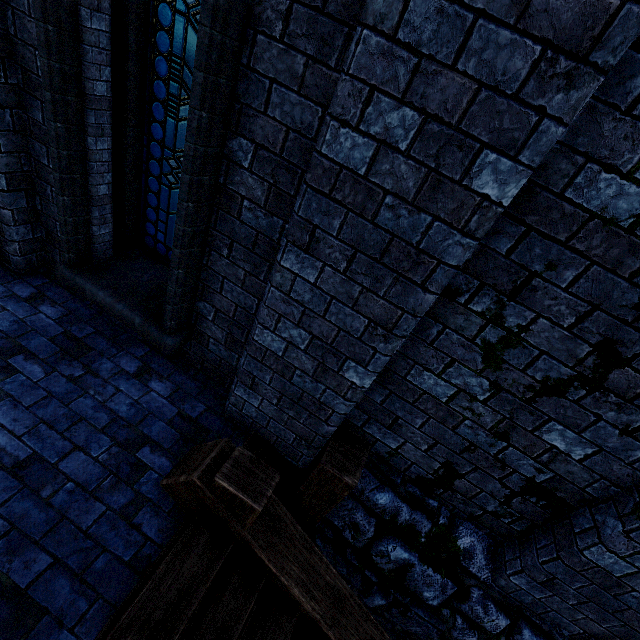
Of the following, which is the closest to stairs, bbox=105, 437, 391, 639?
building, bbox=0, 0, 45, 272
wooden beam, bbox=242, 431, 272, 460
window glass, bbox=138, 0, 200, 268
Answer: wooden beam, bbox=242, 431, 272, 460

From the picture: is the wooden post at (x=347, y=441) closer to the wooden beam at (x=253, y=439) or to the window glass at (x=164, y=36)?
the wooden beam at (x=253, y=439)

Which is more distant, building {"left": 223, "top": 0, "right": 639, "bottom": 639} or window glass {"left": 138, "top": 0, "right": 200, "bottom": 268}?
window glass {"left": 138, "top": 0, "right": 200, "bottom": 268}

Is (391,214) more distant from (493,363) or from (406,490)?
(406,490)

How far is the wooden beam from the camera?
3.08m

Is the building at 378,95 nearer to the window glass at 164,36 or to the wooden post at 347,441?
the wooden post at 347,441

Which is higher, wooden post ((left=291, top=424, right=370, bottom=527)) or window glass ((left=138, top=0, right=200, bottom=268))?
window glass ((left=138, top=0, right=200, bottom=268))

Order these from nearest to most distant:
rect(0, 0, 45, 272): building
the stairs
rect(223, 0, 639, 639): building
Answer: rect(223, 0, 639, 639): building
the stairs
rect(0, 0, 45, 272): building
